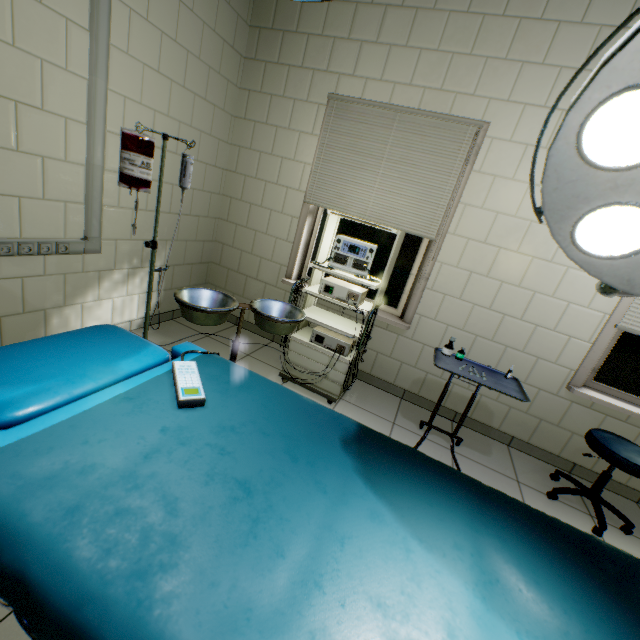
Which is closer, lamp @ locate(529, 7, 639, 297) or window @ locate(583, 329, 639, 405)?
lamp @ locate(529, 7, 639, 297)

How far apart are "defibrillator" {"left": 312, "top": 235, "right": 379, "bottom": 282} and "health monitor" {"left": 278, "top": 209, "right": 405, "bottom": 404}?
0.01m

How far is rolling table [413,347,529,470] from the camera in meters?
2.1 m

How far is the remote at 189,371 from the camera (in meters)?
0.92

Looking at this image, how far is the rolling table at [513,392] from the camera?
2.1m

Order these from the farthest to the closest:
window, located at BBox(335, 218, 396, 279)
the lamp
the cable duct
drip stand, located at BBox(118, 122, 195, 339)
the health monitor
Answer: window, located at BBox(335, 218, 396, 279)
the health monitor
the cable duct
drip stand, located at BBox(118, 122, 195, 339)
the lamp

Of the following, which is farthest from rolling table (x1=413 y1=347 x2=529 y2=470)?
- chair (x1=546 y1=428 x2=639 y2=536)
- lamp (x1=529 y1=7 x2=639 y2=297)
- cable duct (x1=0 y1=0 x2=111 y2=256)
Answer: cable duct (x1=0 y1=0 x2=111 y2=256)

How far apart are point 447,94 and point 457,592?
3.1 meters
